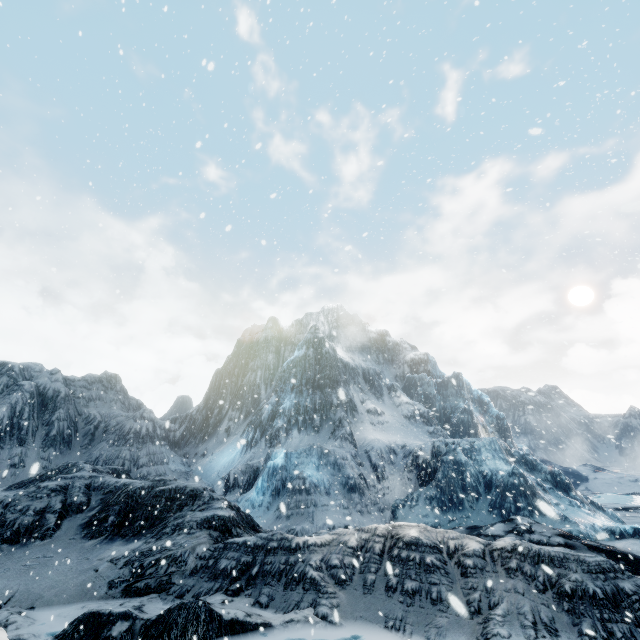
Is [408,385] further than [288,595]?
Yes
